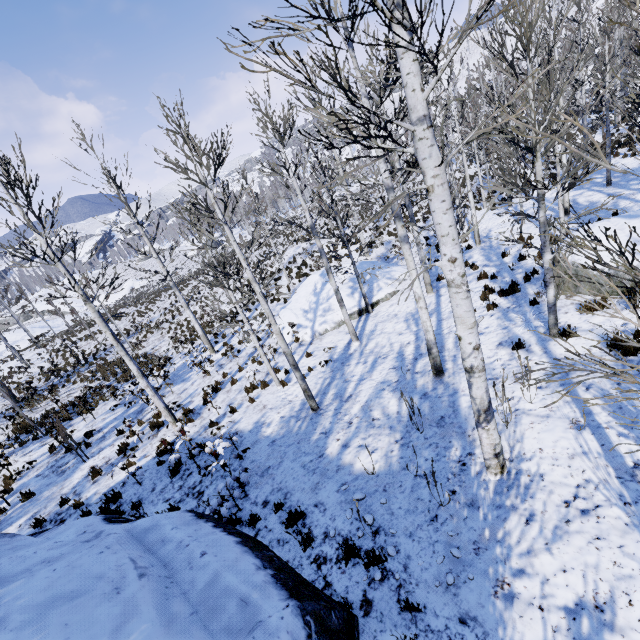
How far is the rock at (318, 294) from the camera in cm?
1538

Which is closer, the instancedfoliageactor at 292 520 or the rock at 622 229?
the instancedfoliageactor at 292 520

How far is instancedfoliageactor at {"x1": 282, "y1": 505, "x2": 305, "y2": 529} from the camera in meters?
5.8 m

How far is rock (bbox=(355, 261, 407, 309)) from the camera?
15.77m

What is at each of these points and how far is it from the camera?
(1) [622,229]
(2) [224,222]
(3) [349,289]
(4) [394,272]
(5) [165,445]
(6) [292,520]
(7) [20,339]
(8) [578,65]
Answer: (1) rock, 8.4 meters
(2) instancedfoliageactor, 7.2 meters
(3) rock, 16.6 meters
(4) rock, 17.3 meters
(5) instancedfoliageactor, 9.6 meters
(6) instancedfoliageactor, 5.9 meters
(7) rock, 40.5 meters
(8) instancedfoliageactor, 5.2 meters

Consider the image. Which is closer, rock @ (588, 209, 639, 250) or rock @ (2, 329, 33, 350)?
rock @ (588, 209, 639, 250)

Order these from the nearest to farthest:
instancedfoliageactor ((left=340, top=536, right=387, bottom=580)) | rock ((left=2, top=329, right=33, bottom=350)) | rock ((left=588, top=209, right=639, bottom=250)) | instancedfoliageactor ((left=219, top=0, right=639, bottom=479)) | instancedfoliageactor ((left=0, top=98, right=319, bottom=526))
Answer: instancedfoliageactor ((left=219, top=0, right=639, bottom=479)) → instancedfoliageactor ((left=340, top=536, right=387, bottom=580)) → instancedfoliageactor ((left=0, top=98, right=319, bottom=526)) → rock ((left=588, top=209, right=639, bottom=250)) → rock ((left=2, top=329, right=33, bottom=350))
